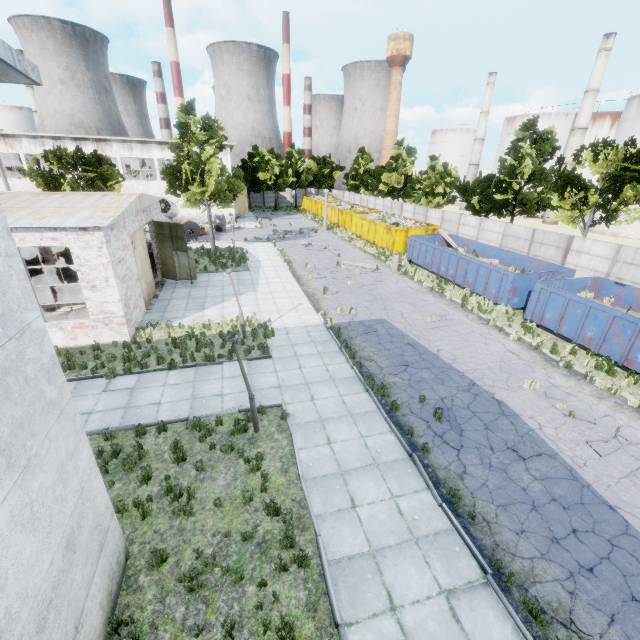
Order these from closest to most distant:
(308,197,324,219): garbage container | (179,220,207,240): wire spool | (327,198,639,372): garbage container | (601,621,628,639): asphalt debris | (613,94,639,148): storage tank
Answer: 1. (601,621,628,639): asphalt debris
2. (327,198,639,372): garbage container
3. (179,220,207,240): wire spool
4. (613,94,639,148): storage tank
5. (308,197,324,219): garbage container

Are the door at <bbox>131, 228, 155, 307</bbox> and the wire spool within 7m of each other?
no

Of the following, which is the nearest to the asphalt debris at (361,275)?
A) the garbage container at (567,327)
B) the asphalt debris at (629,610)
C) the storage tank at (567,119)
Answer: the garbage container at (567,327)

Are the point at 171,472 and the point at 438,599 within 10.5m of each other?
yes

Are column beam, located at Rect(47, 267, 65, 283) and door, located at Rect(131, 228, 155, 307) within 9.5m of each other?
yes

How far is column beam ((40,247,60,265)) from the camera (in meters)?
19.77

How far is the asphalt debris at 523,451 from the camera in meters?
9.0

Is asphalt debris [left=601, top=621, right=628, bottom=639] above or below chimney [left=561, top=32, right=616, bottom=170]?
below
